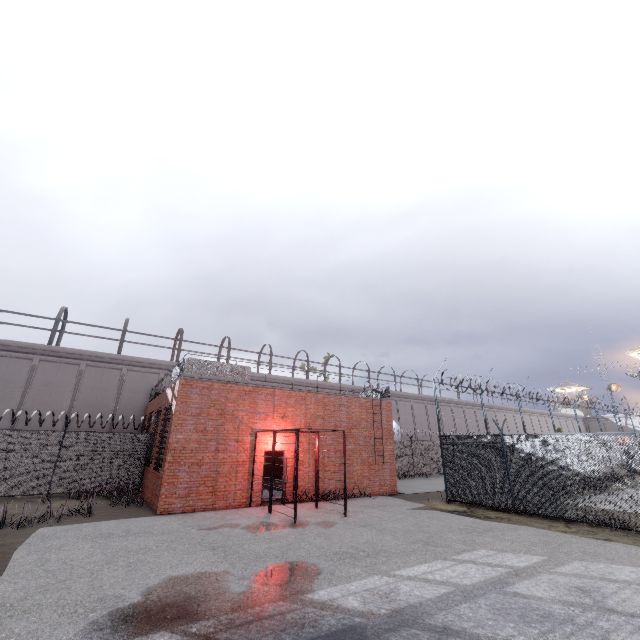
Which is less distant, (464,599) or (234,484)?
(464,599)

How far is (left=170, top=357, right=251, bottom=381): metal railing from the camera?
13.9m

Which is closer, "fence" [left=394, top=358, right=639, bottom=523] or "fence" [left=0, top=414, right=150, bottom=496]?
"fence" [left=394, top=358, right=639, bottom=523]

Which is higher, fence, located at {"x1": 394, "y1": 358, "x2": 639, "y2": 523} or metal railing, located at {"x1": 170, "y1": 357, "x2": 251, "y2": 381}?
metal railing, located at {"x1": 170, "y1": 357, "x2": 251, "y2": 381}

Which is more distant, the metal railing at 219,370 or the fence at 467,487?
the metal railing at 219,370

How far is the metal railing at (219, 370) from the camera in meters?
13.9 m

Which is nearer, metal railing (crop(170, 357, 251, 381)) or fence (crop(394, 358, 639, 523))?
fence (crop(394, 358, 639, 523))
